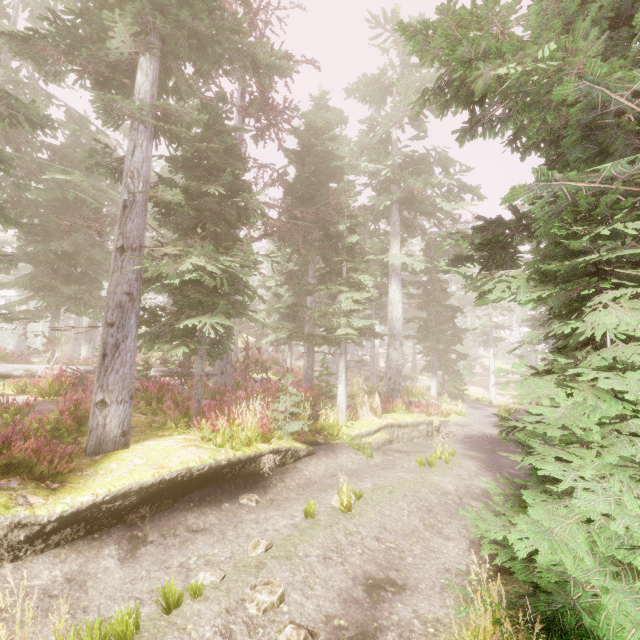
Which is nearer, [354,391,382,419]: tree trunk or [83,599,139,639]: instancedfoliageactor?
[83,599,139,639]: instancedfoliageactor

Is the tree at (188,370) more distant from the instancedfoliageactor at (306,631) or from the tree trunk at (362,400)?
the tree trunk at (362,400)

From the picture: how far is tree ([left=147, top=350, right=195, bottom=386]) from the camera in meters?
13.9

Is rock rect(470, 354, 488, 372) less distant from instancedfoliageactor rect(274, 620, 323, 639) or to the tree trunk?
instancedfoliageactor rect(274, 620, 323, 639)

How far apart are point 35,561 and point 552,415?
8.29m

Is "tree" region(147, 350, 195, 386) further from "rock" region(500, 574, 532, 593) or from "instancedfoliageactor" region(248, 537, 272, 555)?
"rock" region(500, 574, 532, 593)

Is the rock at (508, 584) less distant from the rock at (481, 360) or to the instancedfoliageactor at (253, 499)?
the instancedfoliageactor at (253, 499)

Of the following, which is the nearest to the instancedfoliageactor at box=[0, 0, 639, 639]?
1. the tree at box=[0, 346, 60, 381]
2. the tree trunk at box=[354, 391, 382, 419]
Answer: the tree at box=[0, 346, 60, 381]
